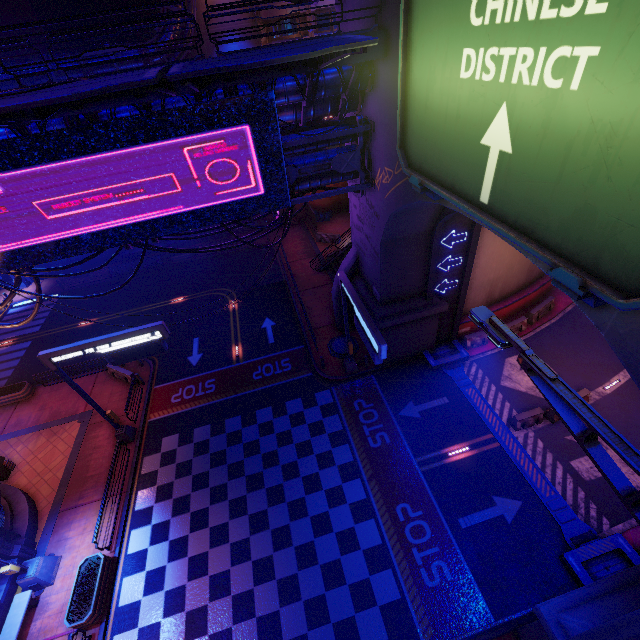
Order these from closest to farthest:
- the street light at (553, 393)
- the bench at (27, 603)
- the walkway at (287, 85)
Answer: the street light at (553, 393)
the walkway at (287, 85)
the bench at (27, 603)

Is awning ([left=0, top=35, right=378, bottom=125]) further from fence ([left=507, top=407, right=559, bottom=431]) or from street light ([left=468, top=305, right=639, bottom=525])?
fence ([left=507, top=407, right=559, bottom=431])

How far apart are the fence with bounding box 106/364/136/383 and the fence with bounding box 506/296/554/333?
26.1m

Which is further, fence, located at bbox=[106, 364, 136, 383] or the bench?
fence, located at bbox=[106, 364, 136, 383]

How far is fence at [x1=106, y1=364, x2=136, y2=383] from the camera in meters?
21.2

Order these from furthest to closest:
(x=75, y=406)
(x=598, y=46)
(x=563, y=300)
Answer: (x=563, y=300), (x=75, y=406), (x=598, y=46)

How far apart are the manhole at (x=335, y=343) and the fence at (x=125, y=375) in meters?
12.8 m

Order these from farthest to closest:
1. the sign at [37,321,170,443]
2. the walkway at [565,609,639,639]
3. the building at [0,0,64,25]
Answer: the building at [0,0,64,25] → the sign at [37,321,170,443] → the walkway at [565,609,639,639]
